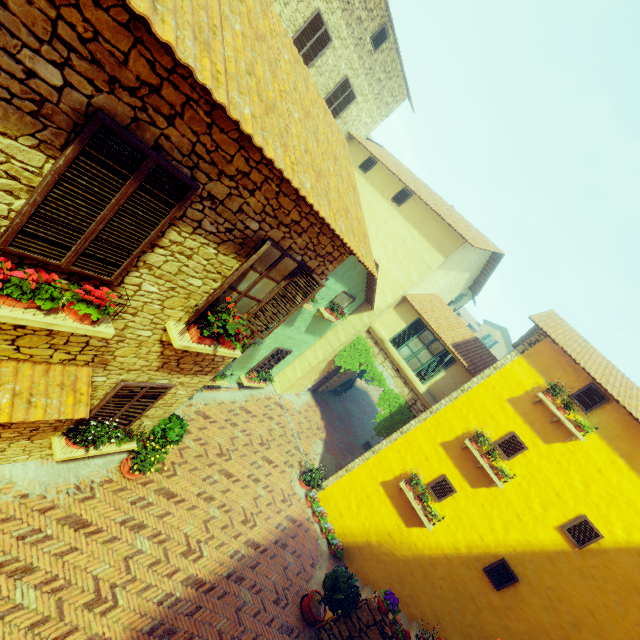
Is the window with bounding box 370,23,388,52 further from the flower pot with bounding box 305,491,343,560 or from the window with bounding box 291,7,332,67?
the flower pot with bounding box 305,491,343,560

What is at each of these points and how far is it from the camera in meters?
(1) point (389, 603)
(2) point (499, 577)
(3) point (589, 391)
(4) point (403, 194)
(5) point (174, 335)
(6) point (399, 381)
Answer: (1) flower pot, 7.9
(2) window, 9.1
(3) window, 9.1
(4) window, 13.4
(5) window sill, 5.1
(6) stone doorway, 12.7

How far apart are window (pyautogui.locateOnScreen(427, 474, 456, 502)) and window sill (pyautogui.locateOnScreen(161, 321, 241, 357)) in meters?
8.0 m

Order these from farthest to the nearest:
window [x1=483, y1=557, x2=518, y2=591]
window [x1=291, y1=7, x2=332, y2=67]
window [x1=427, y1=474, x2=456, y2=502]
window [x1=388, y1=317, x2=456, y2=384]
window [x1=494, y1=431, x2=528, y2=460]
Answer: window [x1=388, y1=317, x2=456, y2=384] → window [x1=291, y1=7, x2=332, y2=67] → window [x1=427, y1=474, x2=456, y2=502] → window [x1=494, y1=431, x2=528, y2=460] → window [x1=483, y1=557, x2=518, y2=591]

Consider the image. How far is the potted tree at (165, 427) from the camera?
7.7m

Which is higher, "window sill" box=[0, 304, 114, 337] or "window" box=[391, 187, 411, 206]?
"window" box=[391, 187, 411, 206]

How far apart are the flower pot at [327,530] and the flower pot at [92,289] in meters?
10.1 m

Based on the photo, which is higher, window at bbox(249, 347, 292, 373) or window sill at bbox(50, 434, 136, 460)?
window at bbox(249, 347, 292, 373)
